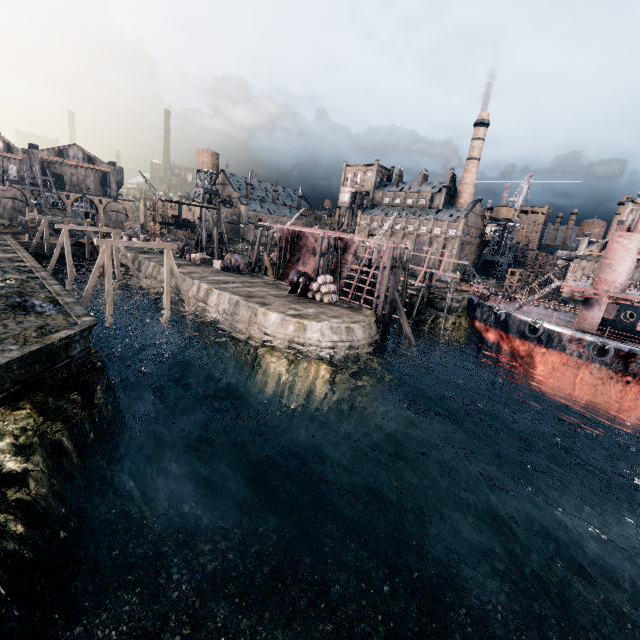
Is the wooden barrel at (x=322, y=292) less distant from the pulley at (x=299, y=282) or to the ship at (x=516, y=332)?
the pulley at (x=299, y=282)

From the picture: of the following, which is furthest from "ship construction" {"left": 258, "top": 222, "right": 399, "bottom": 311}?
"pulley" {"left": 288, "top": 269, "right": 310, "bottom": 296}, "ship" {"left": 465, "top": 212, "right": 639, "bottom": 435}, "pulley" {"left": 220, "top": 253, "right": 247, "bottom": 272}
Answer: "pulley" {"left": 288, "top": 269, "right": 310, "bottom": 296}

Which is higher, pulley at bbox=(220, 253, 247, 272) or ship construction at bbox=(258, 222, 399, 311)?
ship construction at bbox=(258, 222, 399, 311)

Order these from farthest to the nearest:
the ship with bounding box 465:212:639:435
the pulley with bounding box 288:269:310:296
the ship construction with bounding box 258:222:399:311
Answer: the ship construction with bounding box 258:222:399:311, the pulley with bounding box 288:269:310:296, the ship with bounding box 465:212:639:435

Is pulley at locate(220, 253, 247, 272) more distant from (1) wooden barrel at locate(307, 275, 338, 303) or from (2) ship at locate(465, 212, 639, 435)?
(2) ship at locate(465, 212, 639, 435)

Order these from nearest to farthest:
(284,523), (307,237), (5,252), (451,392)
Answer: (284,523)
(451,392)
(5,252)
(307,237)

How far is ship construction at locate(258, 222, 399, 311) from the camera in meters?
38.5 m

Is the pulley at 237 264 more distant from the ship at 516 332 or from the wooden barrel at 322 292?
the ship at 516 332
